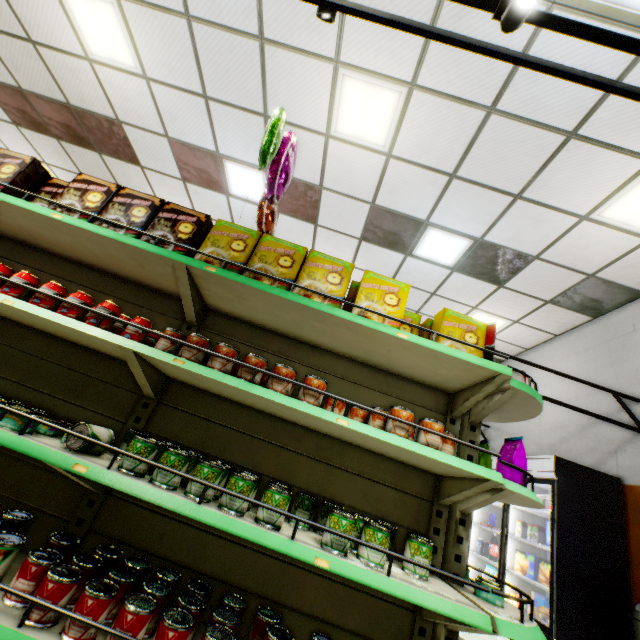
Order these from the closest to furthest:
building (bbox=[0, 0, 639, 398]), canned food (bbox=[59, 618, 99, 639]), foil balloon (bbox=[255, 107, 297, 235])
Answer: canned food (bbox=[59, 618, 99, 639]) < foil balloon (bbox=[255, 107, 297, 235]) < building (bbox=[0, 0, 639, 398])

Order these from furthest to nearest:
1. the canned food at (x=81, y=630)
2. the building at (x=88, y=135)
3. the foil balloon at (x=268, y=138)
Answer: the building at (x=88, y=135) < the foil balloon at (x=268, y=138) < the canned food at (x=81, y=630)

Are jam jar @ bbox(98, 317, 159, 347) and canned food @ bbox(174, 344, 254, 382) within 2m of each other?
yes

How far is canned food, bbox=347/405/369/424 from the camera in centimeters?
210cm

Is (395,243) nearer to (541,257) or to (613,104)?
(541,257)

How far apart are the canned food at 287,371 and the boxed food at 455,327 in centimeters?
44cm

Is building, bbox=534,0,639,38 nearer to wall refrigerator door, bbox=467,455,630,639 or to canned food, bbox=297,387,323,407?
wall refrigerator door, bbox=467,455,630,639

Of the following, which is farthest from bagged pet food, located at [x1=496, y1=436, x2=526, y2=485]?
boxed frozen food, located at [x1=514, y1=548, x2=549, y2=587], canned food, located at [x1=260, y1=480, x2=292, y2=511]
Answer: boxed frozen food, located at [x1=514, y1=548, x2=549, y2=587]
